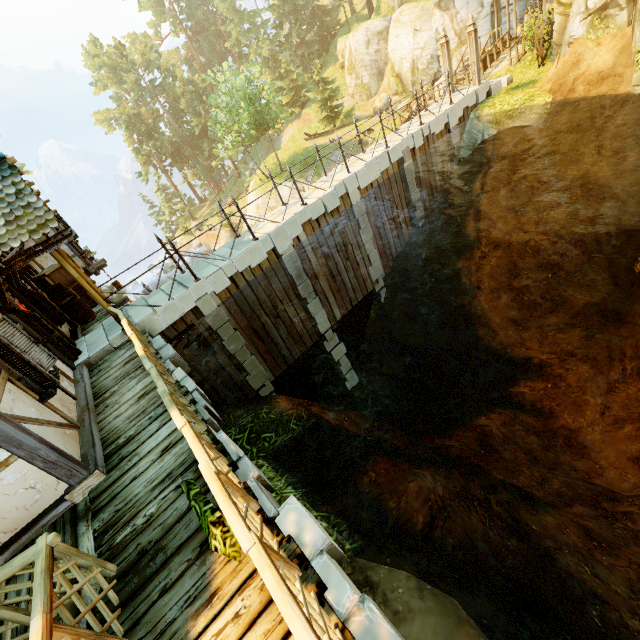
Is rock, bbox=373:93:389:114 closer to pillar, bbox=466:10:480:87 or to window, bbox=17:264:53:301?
pillar, bbox=466:10:480:87

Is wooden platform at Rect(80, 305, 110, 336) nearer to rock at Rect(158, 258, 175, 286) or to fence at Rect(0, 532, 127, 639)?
fence at Rect(0, 532, 127, 639)

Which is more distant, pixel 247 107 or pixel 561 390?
pixel 247 107

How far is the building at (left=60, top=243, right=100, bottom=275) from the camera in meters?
12.8 m

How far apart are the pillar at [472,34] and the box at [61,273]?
18.4 meters

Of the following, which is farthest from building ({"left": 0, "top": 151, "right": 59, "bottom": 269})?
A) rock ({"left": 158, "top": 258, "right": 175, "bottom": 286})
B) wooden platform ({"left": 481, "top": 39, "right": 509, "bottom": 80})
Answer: rock ({"left": 158, "top": 258, "right": 175, "bottom": 286})

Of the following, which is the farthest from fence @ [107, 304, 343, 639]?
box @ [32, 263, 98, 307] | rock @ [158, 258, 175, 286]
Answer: rock @ [158, 258, 175, 286]

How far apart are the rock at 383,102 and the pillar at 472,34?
23.5m
